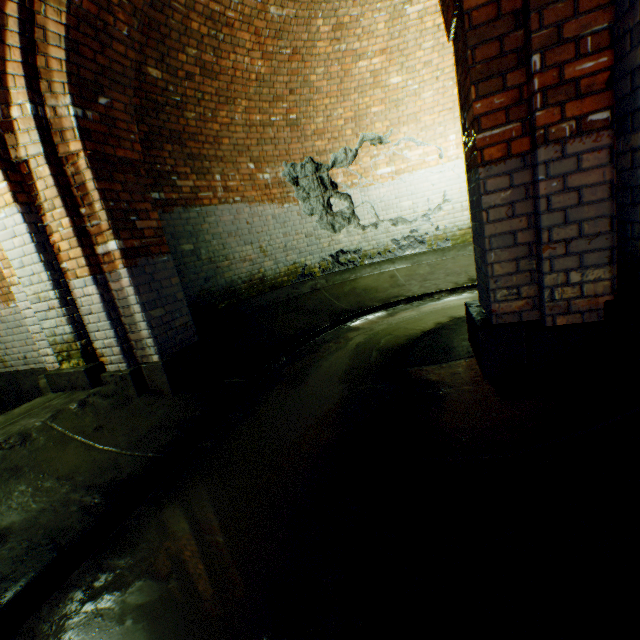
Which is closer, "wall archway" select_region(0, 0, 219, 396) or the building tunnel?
the building tunnel

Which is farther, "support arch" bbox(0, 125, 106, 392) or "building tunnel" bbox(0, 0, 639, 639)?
"support arch" bbox(0, 125, 106, 392)

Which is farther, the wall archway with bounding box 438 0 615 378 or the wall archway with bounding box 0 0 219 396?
the wall archway with bounding box 0 0 219 396

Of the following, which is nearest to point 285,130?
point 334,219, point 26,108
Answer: point 334,219

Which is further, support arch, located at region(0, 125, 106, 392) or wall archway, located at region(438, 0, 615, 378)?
support arch, located at region(0, 125, 106, 392)

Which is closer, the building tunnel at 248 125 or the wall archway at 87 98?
the building tunnel at 248 125

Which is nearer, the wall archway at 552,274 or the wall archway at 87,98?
the wall archway at 552,274
